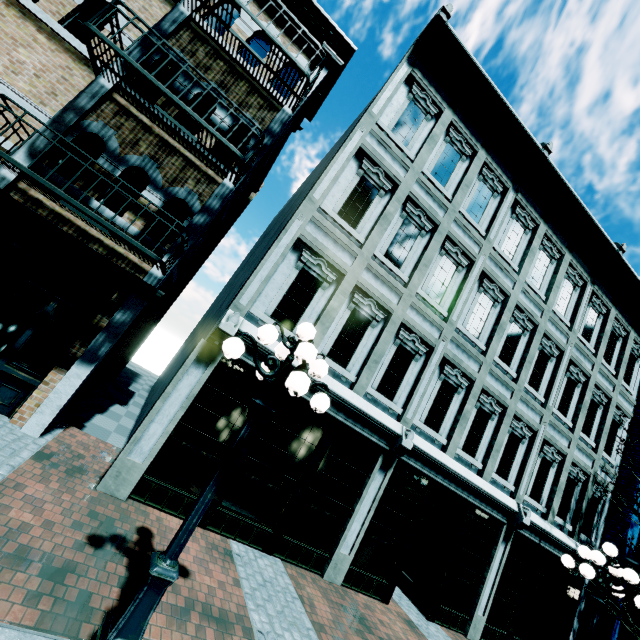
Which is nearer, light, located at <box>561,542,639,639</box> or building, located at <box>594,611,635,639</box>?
light, located at <box>561,542,639,639</box>

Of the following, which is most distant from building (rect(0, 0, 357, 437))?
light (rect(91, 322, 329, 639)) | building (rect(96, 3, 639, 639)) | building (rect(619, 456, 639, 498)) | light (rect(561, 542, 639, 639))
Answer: building (rect(619, 456, 639, 498))

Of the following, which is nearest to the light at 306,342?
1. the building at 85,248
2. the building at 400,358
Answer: the building at 400,358

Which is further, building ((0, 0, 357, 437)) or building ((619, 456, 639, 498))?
building ((619, 456, 639, 498))

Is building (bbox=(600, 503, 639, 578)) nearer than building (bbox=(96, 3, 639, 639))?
No

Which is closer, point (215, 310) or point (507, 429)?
point (507, 429)

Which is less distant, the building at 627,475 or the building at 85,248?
the building at 85,248

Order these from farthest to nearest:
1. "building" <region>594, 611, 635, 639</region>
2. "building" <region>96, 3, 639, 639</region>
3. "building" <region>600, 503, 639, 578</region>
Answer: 1. "building" <region>600, 503, 639, 578</region>
2. "building" <region>594, 611, 635, 639</region>
3. "building" <region>96, 3, 639, 639</region>
